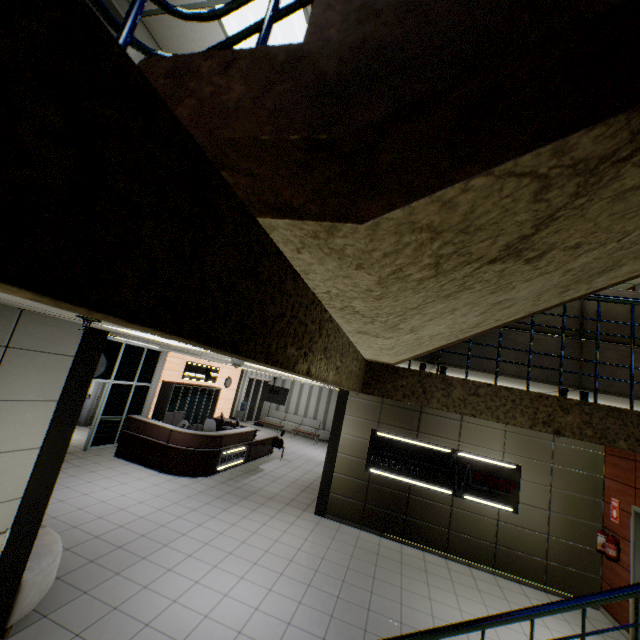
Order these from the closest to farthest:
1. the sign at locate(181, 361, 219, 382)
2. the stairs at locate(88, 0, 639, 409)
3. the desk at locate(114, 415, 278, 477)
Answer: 1. the stairs at locate(88, 0, 639, 409)
2. the desk at locate(114, 415, 278, 477)
3. the sign at locate(181, 361, 219, 382)

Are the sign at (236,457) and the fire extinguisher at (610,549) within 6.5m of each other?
no

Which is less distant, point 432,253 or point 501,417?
point 432,253

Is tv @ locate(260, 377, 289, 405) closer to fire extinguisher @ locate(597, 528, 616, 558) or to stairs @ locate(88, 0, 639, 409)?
fire extinguisher @ locate(597, 528, 616, 558)

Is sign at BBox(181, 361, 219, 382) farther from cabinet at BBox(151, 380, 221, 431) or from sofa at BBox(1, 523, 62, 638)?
sofa at BBox(1, 523, 62, 638)

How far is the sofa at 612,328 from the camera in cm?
282

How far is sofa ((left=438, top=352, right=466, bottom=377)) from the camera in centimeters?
306cm
